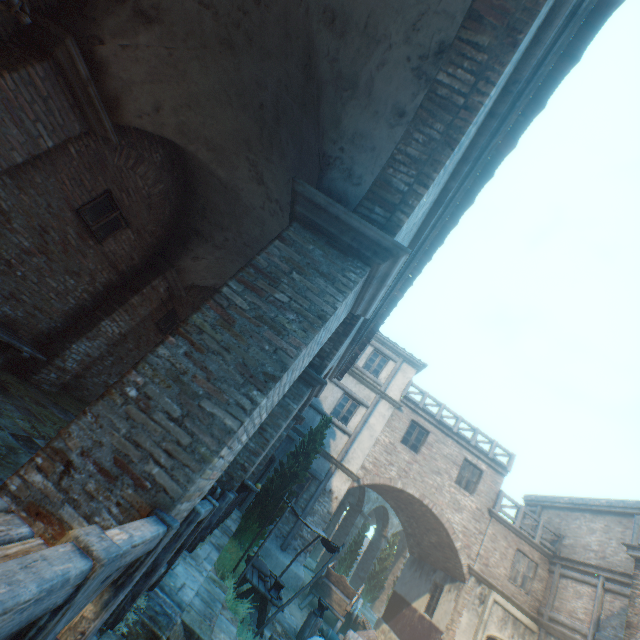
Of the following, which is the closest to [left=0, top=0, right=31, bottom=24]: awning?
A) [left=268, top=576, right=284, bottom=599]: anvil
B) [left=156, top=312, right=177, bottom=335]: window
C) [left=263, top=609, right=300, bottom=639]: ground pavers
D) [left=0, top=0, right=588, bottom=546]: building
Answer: [left=0, top=0, right=588, bottom=546]: building

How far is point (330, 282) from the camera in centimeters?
323cm

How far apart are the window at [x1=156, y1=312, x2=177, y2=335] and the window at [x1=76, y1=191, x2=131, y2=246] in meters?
4.0

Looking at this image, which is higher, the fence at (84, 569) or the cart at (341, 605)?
the fence at (84, 569)

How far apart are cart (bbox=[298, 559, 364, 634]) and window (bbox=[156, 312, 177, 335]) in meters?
10.9

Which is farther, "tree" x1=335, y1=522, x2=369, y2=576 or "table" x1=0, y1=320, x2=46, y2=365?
"tree" x1=335, y1=522, x2=369, y2=576

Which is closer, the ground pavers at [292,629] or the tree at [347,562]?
the ground pavers at [292,629]

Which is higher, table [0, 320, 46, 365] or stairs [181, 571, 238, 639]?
table [0, 320, 46, 365]
